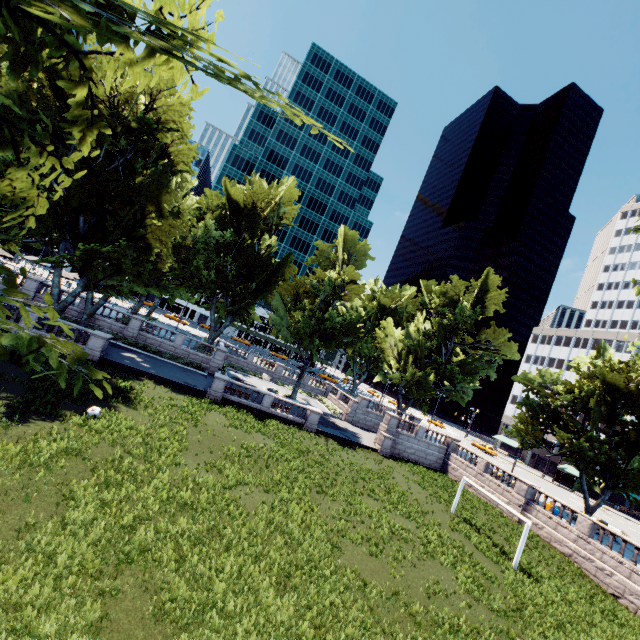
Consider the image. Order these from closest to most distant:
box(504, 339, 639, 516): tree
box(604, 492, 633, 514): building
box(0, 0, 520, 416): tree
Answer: box(0, 0, 520, 416): tree → box(504, 339, 639, 516): tree → box(604, 492, 633, 514): building

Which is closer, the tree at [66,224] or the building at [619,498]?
the tree at [66,224]

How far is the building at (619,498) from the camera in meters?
58.5

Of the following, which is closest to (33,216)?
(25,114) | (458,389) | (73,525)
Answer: (25,114)

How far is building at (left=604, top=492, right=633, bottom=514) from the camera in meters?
58.5

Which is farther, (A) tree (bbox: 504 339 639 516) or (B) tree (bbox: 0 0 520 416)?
(A) tree (bbox: 504 339 639 516)

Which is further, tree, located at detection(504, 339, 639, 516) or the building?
the building
